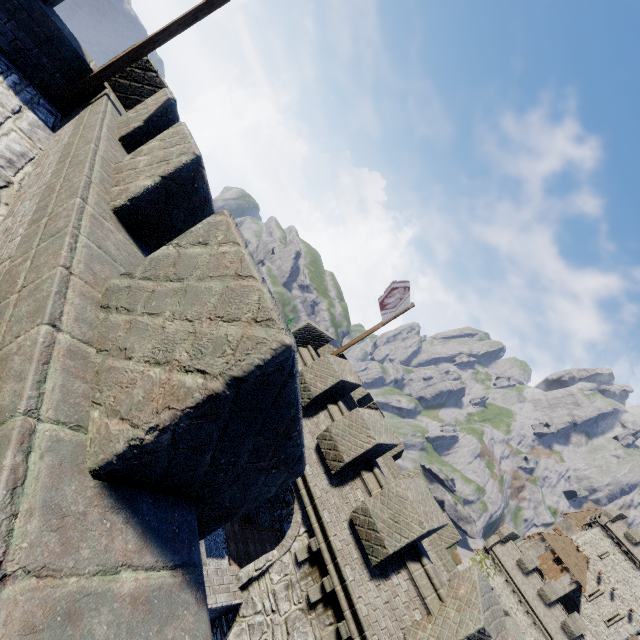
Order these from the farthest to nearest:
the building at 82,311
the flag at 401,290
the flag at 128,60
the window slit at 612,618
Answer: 1. the window slit at 612,618
2. the flag at 401,290
3. the flag at 128,60
4. the building at 82,311

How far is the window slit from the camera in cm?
4131

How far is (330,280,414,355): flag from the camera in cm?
1197

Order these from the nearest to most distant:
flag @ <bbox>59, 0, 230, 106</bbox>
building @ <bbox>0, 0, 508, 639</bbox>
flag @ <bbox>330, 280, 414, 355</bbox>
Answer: building @ <bbox>0, 0, 508, 639</bbox> → flag @ <bbox>59, 0, 230, 106</bbox> → flag @ <bbox>330, 280, 414, 355</bbox>

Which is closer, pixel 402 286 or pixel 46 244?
pixel 46 244

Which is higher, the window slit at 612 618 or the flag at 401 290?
the window slit at 612 618

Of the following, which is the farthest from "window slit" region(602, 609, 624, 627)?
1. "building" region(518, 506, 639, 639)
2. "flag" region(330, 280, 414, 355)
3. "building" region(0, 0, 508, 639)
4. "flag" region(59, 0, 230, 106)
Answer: "flag" region(59, 0, 230, 106)

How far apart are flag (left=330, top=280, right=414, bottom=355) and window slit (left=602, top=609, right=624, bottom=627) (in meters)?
58.40
